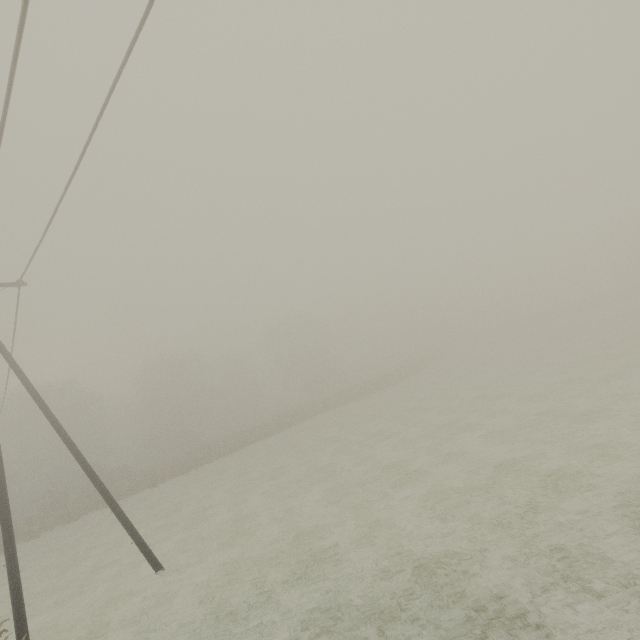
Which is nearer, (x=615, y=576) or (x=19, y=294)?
(x=615, y=576)

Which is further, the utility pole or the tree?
the tree

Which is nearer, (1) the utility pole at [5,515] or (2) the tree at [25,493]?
(1) the utility pole at [5,515]
